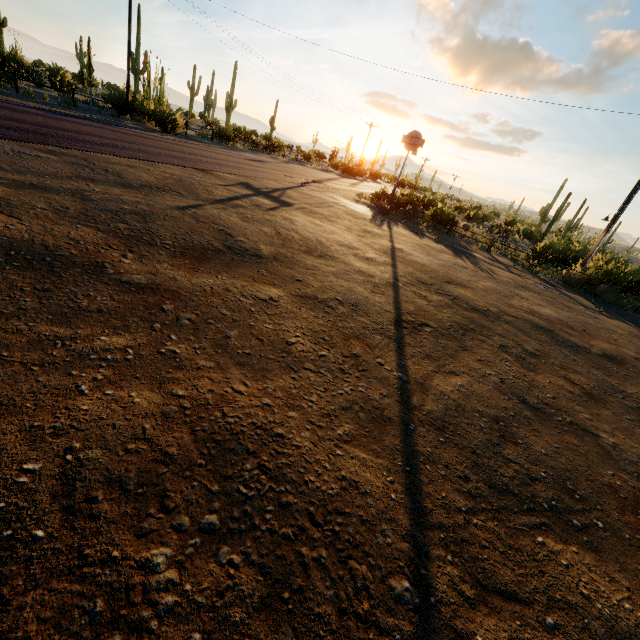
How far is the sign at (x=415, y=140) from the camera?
20.0 meters

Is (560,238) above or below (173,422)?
above

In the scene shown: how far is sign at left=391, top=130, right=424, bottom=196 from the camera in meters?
20.0
